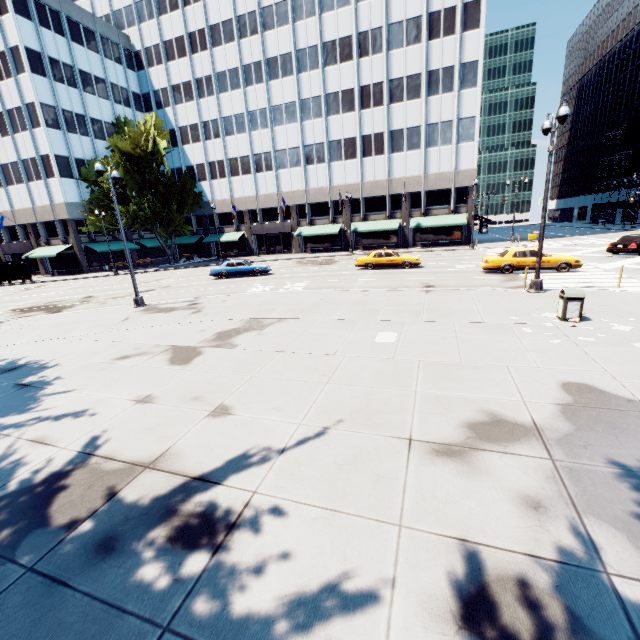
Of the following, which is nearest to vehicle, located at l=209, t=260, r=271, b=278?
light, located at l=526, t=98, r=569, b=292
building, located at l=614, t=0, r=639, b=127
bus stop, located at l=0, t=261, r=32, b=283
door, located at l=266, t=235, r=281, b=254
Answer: light, located at l=526, t=98, r=569, b=292

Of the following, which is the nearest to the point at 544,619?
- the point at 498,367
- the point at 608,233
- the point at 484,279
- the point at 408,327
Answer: the point at 498,367

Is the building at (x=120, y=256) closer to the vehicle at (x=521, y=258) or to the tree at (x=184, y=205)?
the tree at (x=184, y=205)

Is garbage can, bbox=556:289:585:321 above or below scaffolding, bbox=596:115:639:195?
below

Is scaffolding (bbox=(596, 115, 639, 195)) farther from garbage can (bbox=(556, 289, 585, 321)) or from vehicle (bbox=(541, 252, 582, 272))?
garbage can (bbox=(556, 289, 585, 321))

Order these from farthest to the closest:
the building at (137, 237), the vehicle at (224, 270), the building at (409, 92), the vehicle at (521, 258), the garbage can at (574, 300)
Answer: the building at (137, 237)
the building at (409, 92)
the vehicle at (224, 270)
the vehicle at (521, 258)
the garbage can at (574, 300)

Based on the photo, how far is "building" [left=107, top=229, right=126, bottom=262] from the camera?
44.7 meters

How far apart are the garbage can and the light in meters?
4.3
